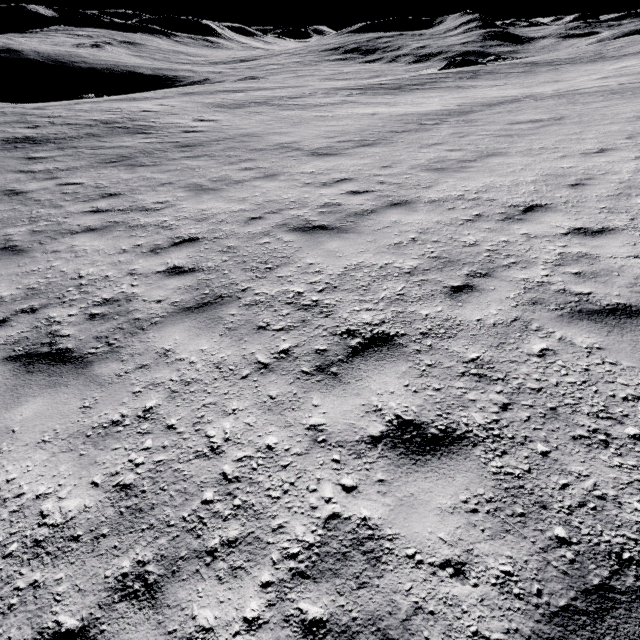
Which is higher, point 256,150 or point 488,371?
point 488,371
